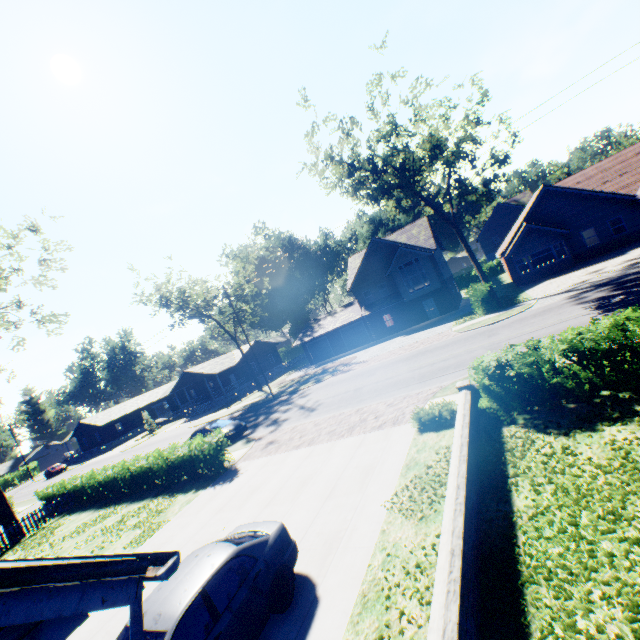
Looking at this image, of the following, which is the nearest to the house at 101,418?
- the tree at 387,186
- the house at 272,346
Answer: the house at 272,346

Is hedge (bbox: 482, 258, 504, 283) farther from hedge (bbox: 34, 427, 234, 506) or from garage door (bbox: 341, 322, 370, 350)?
hedge (bbox: 34, 427, 234, 506)

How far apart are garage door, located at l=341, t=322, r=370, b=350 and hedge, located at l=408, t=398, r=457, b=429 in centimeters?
2804cm

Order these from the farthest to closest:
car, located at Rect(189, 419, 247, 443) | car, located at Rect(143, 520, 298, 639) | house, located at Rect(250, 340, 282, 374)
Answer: house, located at Rect(250, 340, 282, 374) → car, located at Rect(189, 419, 247, 443) → car, located at Rect(143, 520, 298, 639)

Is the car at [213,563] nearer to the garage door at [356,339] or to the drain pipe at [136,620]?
A: the drain pipe at [136,620]

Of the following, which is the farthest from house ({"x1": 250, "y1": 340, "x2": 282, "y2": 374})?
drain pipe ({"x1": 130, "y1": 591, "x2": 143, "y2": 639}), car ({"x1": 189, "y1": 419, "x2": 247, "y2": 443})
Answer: drain pipe ({"x1": 130, "y1": 591, "x2": 143, "y2": 639})

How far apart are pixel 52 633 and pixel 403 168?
26.5 meters

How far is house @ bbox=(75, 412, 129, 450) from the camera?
56.94m
